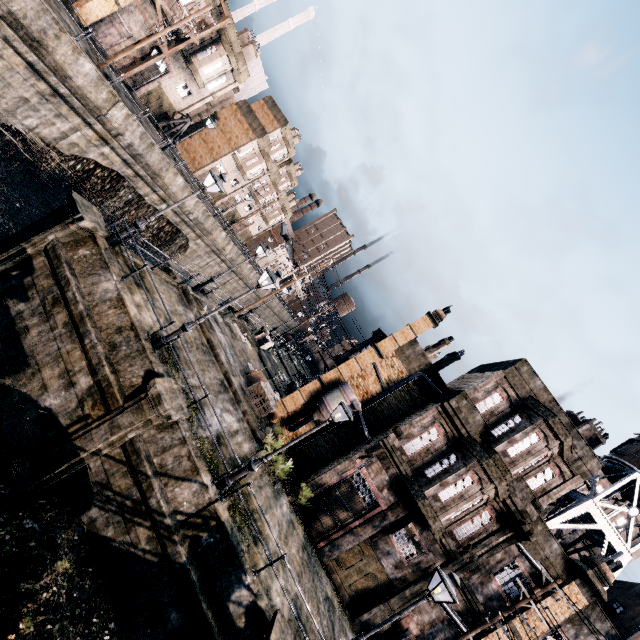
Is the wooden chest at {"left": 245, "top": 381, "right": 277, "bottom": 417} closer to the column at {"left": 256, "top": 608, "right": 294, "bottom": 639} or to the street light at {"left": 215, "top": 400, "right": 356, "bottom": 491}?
the street light at {"left": 215, "top": 400, "right": 356, "bottom": 491}

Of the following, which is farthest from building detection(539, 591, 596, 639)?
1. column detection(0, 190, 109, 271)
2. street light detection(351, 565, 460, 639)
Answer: column detection(0, 190, 109, 271)

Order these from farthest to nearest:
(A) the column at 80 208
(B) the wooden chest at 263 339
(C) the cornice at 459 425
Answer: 1. (B) the wooden chest at 263 339
2. (C) the cornice at 459 425
3. (A) the column at 80 208

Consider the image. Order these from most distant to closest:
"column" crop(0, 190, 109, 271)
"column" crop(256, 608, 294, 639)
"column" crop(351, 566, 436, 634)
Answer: "column" crop(351, 566, 436, 634), "column" crop(0, 190, 109, 271), "column" crop(256, 608, 294, 639)

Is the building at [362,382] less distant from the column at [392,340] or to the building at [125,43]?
the column at [392,340]

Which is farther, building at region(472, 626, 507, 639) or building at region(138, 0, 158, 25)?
building at region(138, 0, 158, 25)

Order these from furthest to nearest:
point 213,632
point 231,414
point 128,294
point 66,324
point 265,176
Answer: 1. point 265,176
2. point 231,414
3. point 128,294
4. point 66,324
5. point 213,632

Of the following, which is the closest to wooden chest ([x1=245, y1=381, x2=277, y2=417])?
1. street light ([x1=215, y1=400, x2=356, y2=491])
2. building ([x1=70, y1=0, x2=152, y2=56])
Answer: street light ([x1=215, y1=400, x2=356, y2=491])
